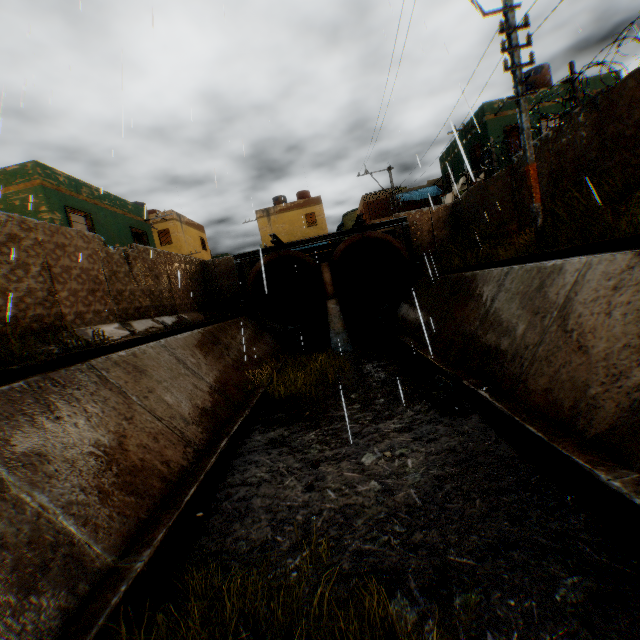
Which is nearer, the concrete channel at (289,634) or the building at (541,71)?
the concrete channel at (289,634)

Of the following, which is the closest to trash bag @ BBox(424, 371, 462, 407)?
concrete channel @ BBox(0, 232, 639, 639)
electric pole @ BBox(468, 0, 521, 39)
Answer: concrete channel @ BBox(0, 232, 639, 639)

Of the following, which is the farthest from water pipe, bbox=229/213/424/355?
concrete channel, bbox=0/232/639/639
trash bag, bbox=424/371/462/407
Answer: trash bag, bbox=424/371/462/407

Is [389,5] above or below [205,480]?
above

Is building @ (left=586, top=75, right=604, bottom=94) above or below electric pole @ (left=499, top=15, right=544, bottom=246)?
above

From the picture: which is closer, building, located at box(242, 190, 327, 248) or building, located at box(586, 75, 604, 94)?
building, located at box(586, 75, 604, 94)

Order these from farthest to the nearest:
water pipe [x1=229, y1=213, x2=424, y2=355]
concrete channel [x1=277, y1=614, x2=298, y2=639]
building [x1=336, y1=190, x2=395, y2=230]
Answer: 1. building [x1=336, y1=190, x2=395, y2=230]
2. water pipe [x1=229, y1=213, x2=424, y2=355]
3. concrete channel [x1=277, y1=614, x2=298, y2=639]

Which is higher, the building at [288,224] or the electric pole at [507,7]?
the building at [288,224]
